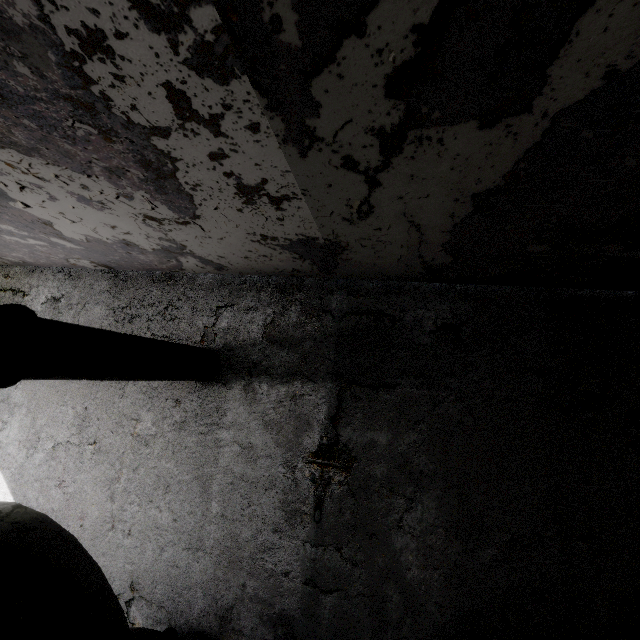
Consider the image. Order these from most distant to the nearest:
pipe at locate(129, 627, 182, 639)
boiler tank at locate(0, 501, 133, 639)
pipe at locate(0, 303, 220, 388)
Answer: pipe at locate(129, 627, 182, 639)
pipe at locate(0, 303, 220, 388)
boiler tank at locate(0, 501, 133, 639)

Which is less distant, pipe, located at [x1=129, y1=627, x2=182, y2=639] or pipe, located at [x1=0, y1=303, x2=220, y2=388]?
pipe, located at [x1=0, y1=303, x2=220, y2=388]

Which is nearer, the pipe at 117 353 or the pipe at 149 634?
the pipe at 117 353

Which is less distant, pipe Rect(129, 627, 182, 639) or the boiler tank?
the boiler tank

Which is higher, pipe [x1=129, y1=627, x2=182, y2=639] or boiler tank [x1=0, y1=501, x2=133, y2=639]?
boiler tank [x1=0, y1=501, x2=133, y2=639]

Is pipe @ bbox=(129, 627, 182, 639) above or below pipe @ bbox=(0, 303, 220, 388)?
below

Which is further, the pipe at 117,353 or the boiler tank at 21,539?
the pipe at 117,353

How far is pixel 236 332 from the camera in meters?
5.8 m
